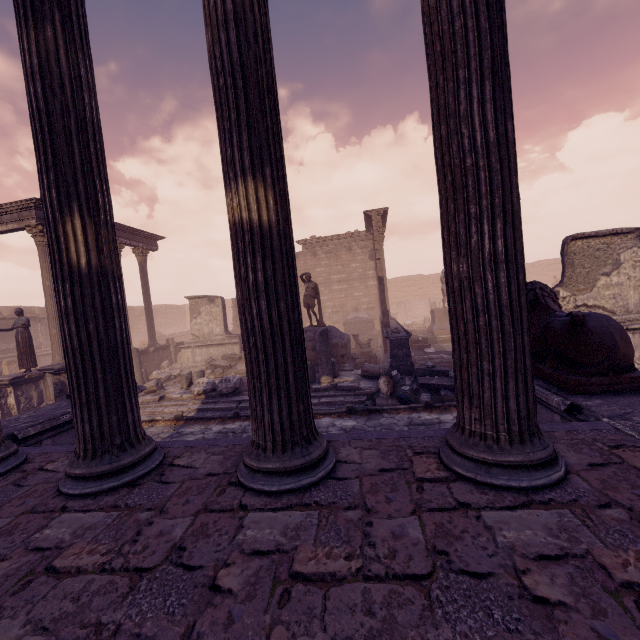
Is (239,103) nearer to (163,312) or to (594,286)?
(594,286)

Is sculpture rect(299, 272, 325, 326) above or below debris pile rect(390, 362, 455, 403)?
above

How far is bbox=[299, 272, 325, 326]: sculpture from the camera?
12.6m

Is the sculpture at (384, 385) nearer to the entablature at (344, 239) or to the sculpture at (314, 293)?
the sculpture at (314, 293)

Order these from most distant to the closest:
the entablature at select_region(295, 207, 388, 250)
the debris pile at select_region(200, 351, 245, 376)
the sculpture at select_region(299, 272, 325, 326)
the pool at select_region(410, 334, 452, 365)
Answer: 1. the entablature at select_region(295, 207, 388, 250)
2. the debris pile at select_region(200, 351, 245, 376)
3. the sculpture at select_region(299, 272, 325, 326)
4. the pool at select_region(410, 334, 452, 365)

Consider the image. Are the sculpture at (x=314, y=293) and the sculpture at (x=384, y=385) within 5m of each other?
yes

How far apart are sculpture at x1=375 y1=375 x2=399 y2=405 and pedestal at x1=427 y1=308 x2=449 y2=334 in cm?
973

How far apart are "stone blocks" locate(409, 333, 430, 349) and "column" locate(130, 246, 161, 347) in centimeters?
1320cm
